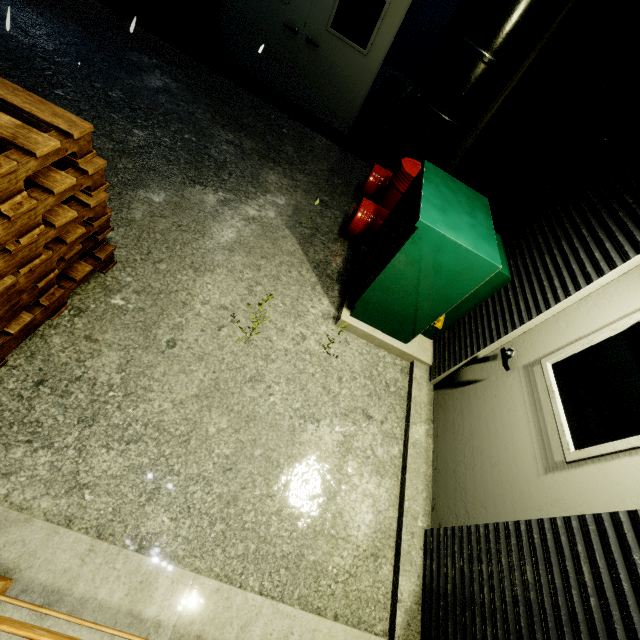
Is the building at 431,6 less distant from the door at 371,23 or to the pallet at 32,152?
the door at 371,23

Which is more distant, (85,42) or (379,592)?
(85,42)

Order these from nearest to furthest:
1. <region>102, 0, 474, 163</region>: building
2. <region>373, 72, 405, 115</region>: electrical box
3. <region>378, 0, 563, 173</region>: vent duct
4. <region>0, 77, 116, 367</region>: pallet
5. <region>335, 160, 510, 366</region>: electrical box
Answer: <region>0, 77, 116, 367</region>: pallet, <region>335, 160, 510, 366</region>: electrical box, <region>378, 0, 563, 173</region>: vent duct, <region>102, 0, 474, 163</region>: building, <region>373, 72, 405, 115</region>: electrical box

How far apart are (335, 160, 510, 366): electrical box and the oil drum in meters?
0.7

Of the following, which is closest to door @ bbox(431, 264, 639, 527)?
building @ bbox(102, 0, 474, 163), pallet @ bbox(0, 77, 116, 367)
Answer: building @ bbox(102, 0, 474, 163)

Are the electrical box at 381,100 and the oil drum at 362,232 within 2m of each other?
yes

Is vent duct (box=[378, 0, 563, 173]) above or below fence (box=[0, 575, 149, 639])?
above

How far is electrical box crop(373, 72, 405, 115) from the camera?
5.7m
